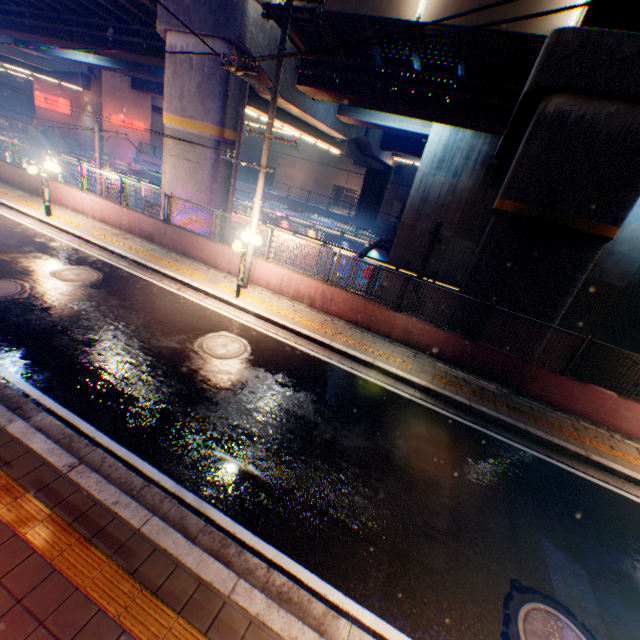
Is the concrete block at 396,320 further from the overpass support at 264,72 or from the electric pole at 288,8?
the overpass support at 264,72

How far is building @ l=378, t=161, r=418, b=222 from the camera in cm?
4844

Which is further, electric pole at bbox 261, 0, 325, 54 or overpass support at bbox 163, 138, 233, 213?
overpass support at bbox 163, 138, 233, 213

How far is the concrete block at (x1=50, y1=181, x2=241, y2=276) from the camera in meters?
12.7 m

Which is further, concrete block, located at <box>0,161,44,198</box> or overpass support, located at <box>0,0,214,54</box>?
concrete block, located at <box>0,161,44,198</box>

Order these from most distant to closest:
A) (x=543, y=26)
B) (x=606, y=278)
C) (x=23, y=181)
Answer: (x=606, y=278) < (x=23, y=181) < (x=543, y=26)

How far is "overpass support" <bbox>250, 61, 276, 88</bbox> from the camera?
12.8 meters

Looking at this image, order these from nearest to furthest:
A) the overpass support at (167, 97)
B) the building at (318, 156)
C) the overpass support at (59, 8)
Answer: the overpass support at (167, 97) → the overpass support at (59, 8) → the building at (318, 156)
